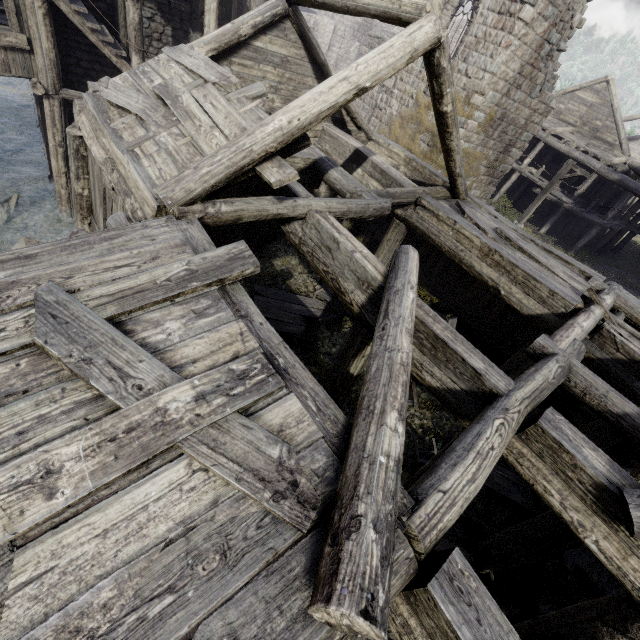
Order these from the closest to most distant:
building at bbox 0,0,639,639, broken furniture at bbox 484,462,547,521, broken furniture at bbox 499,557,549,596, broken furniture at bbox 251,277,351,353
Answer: building at bbox 0,0,639,639, broken furniture at bbox 499,557,549,596, broken furniture at bbox 484,462,547,521, broken furniture at bbox 251,277,351,353

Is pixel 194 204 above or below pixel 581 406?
above

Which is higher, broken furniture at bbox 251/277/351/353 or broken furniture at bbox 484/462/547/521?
broken furniture at bbox 484/462/547/521

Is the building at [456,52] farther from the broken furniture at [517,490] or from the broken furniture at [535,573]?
the broken furniture at [535,573]

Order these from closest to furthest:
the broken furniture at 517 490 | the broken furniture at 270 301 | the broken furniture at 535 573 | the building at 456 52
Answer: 1. the building at 456 52
2. the broken furniture at 535 573
3. the broken furniture at 517 490
4. the broken furniture at 270 301

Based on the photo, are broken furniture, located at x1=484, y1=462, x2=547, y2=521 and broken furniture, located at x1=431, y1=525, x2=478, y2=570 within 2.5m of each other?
yes

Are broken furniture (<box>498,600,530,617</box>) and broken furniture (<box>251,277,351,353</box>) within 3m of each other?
no

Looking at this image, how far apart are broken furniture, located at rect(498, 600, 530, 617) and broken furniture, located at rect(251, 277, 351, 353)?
7.3m
